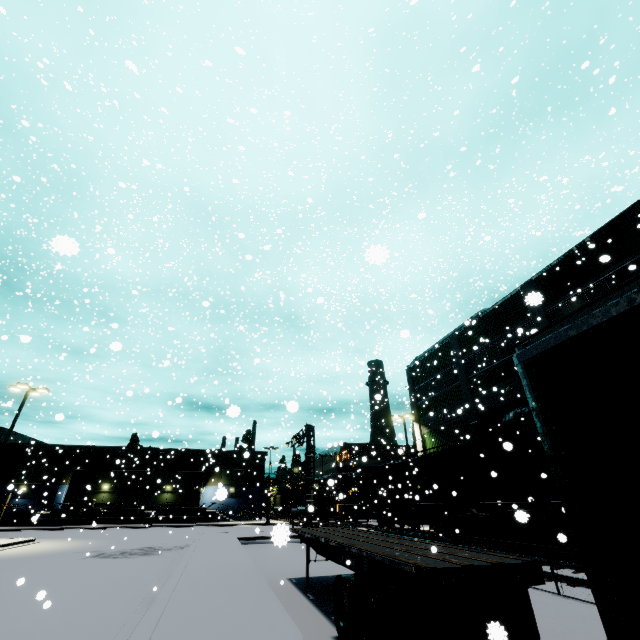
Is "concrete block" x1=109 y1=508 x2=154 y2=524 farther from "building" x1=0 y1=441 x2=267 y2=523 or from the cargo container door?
the cargo container door

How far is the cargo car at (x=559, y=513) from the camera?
12.7 meters

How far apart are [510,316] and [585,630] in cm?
1948

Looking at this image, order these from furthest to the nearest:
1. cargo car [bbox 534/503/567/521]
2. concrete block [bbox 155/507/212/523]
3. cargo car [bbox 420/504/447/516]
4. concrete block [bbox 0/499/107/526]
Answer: concrete block [bbox 155/507/212/523], concrete block [bbox 0/499/107/526], cargo car [bbox 420/504/447/516], cargo car [bbox 534/503/567/521]

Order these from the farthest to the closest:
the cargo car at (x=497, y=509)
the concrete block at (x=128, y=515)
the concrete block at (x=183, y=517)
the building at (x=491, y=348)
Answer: the concrete block at (x=183, y=517) < the concrete block at (x=128, y=515) < the building at (x=491, y=348) < the cargo car at (x=497, y=509)

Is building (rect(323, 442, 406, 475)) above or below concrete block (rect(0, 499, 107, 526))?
above

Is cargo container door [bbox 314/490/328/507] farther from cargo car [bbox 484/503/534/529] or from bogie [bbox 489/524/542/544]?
bogie [bbox 489/524/542/544]

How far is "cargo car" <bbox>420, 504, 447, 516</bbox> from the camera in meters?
19.5
